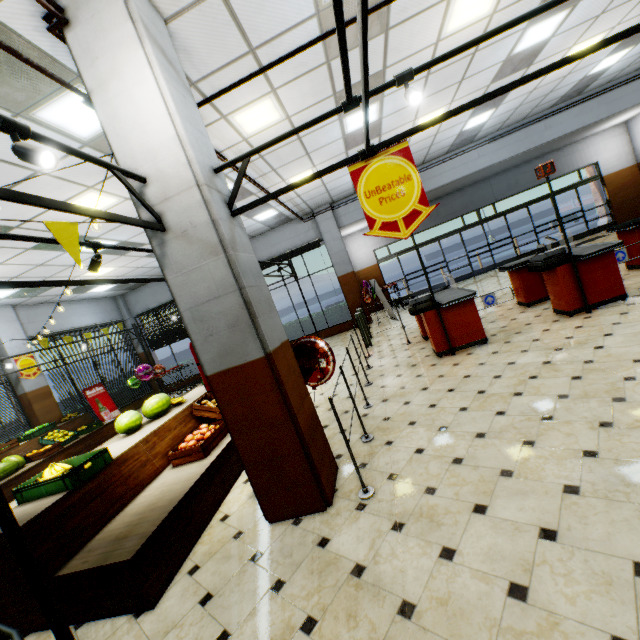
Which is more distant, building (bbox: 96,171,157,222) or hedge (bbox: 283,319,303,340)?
hedge (bbox: 283,319,303,340)

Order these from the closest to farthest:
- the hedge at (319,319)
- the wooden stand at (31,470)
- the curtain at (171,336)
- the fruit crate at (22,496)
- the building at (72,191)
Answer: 1. the fruit crate at (22,496)
2. the building at (72,191)
3. the wooden stand at (31,470)
4. the hedge at (319,319)
5. the curtain at (171,336)

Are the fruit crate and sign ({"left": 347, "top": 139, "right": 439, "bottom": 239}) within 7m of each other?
yes

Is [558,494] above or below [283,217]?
below

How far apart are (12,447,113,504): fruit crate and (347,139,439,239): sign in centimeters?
366cm

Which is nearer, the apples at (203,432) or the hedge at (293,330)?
the apples at (203,432)

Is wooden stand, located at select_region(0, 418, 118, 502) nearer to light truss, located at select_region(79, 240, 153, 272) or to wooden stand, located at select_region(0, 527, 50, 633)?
light truss, located at select_region(79, 240, 153, 272)

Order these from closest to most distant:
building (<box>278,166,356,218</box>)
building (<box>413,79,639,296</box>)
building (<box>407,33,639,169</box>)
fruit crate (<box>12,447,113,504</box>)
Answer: fruit crate (<box>12,447,113,504</box>) → building (<box>407,33,639,169</box>) → building (<box>278,166,356,218</box>) → building (<box>413,79,639,296</box>)
